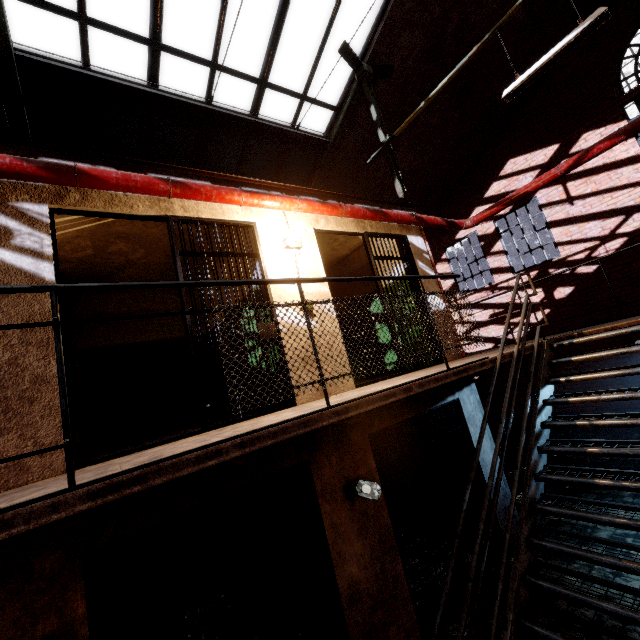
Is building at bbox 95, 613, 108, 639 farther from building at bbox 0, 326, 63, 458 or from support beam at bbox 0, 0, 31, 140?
support beam at bbox 0, 0, 31, 140

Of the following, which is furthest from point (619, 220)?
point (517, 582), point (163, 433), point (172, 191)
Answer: point (163, 433)

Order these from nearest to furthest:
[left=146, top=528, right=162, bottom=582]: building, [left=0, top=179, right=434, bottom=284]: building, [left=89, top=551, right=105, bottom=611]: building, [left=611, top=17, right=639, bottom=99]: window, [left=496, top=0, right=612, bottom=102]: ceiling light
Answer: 1. [left=0, top=179, right=434, bottom=284]: building
2. [left=496, top=0, right=612, bottom=102]: ceiling light
3. [left=89, top=551, right=105, bottom=611]: building
4. [left=146, top=528, right=162, bottom=582]: building
5. [left=611, top=17, right=639, bottom=99]: window

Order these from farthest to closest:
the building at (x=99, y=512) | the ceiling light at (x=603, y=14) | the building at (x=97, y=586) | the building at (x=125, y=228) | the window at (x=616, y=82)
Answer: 1. the window at (x=616, y=82)
2. the building at (x=97, y=586)
3. the building at (x=125, y=228)
4. the ceiling light at (x=603, y=14)
5. the building at (x=99, y=512)

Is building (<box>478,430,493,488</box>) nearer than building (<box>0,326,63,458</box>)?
No

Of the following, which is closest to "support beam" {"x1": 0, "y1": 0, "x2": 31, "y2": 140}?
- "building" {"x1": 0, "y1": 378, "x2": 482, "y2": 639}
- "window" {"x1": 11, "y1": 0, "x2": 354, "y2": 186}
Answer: "window" {"x1": 11, "y1": 0, "x2": 354, "y2": 186}

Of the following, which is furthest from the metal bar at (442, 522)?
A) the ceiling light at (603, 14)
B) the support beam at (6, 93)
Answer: the ceiling light at (603, 14)

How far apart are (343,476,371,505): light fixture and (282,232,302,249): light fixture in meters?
3.0
